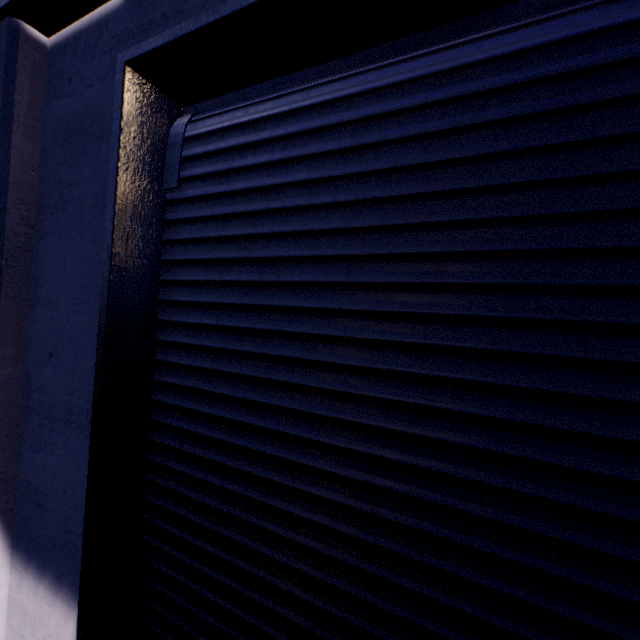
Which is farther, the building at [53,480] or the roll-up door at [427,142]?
the building at [53,480]

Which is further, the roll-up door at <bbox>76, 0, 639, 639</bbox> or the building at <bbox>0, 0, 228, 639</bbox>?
the building at <bbox>0, 0, 228, 639</bbox>

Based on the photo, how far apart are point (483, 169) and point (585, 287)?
0.6 meters
